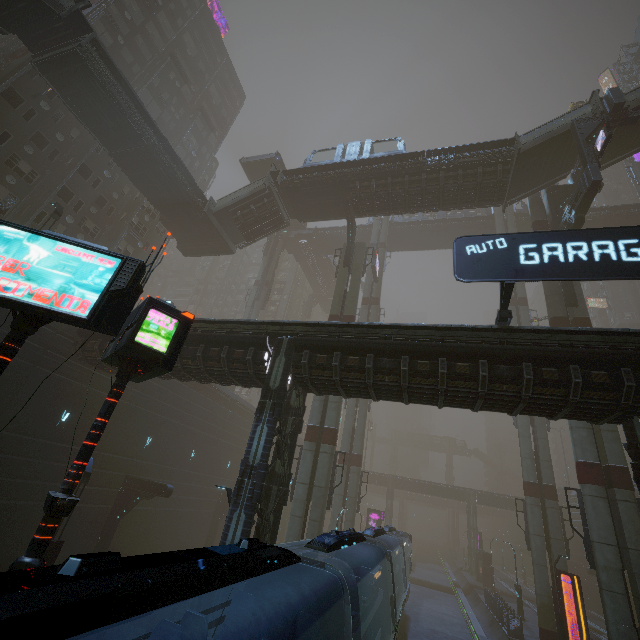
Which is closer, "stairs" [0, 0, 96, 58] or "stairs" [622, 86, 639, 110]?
"stairs" [0, 0, 96, 58]

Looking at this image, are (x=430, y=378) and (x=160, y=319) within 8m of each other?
no

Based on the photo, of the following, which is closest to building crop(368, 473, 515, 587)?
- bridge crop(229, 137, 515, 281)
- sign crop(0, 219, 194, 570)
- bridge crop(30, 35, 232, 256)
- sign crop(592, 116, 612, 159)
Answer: bridge crop(229, 137, 515, 281)

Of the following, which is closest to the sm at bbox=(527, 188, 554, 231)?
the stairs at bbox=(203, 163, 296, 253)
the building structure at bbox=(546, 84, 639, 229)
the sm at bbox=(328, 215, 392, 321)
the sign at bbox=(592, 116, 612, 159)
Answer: the building structure at bbox=(546, 84, 639, 229)

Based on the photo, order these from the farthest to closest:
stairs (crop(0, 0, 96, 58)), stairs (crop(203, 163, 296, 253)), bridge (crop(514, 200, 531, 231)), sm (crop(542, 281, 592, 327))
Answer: bridge (crop(514, 200, 531, 231))
stairs (crop(203, 163, 296, 253))
sm (crop(542, 281, 592, 327))
stairs (crop(0, 0, 96, 58))

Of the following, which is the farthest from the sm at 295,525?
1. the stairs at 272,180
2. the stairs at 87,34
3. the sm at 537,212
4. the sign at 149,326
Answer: the sign at 149,326

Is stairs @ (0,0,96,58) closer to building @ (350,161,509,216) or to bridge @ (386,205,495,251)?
building @ (350,161,509,216)

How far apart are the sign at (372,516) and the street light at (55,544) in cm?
3735
